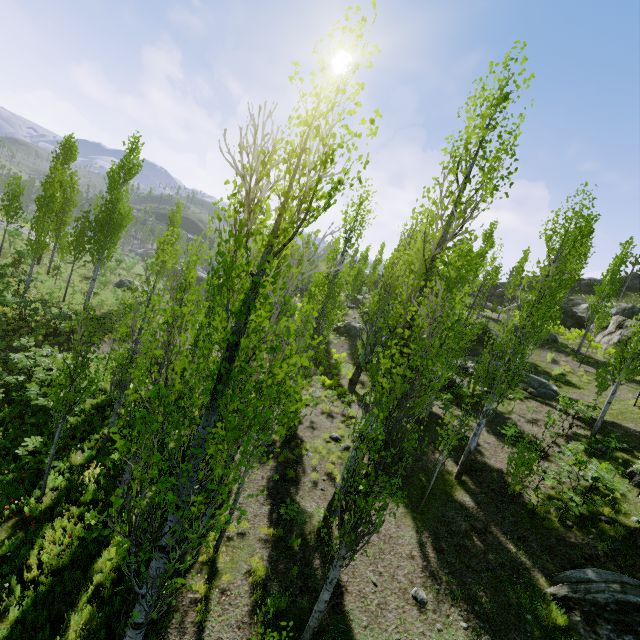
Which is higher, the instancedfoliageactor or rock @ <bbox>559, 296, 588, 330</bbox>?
rock @ <bbox>559, 296, 588, 330</bbox>

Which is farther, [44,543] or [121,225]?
[121,225]

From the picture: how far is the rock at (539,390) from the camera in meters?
17.4

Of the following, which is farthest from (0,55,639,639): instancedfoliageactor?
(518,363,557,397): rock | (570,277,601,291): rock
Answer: (570,277,601,291): rock

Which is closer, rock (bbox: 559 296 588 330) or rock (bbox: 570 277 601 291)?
rock (bbox: 559 296 588 330)

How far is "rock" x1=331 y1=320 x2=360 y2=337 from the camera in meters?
32.3 m

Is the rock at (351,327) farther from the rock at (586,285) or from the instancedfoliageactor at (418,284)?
the rock at (586,285)

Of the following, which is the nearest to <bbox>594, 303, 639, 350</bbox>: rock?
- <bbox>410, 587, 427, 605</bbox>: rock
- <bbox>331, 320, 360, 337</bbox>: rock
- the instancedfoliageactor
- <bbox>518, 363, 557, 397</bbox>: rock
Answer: the instancedfoliageactor
